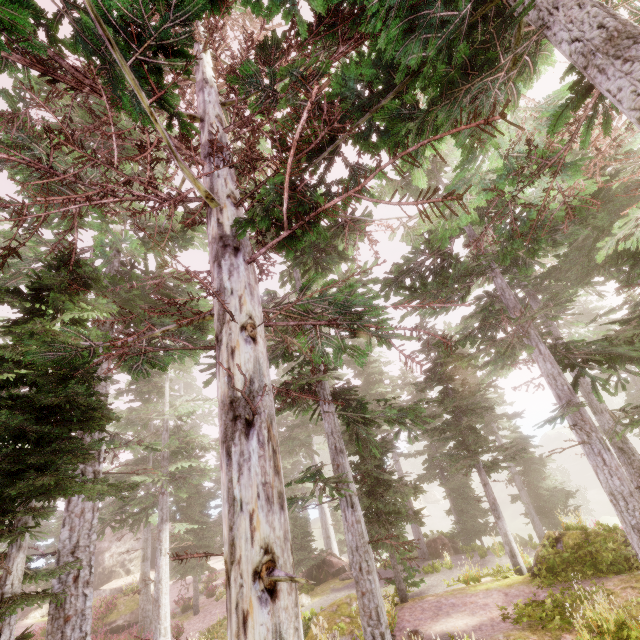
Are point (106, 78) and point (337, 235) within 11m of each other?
yes

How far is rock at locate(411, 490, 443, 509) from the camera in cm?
5439

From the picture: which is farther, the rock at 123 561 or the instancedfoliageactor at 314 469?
the rock at 123 561

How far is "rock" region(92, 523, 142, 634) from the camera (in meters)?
20.49

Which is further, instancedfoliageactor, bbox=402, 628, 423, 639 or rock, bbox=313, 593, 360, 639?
rock, bbox=313, 593, 360, 639

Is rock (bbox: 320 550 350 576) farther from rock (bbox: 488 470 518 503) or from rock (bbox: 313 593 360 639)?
rock (bbox: 488 470 518 503)

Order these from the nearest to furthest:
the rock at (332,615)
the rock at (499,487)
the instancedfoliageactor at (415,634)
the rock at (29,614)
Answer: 1. the instancedfoliageactor at (415,634)
2. the rock at (332,615)
3. the rock at (29,614)
4. the rock at (499,487)
